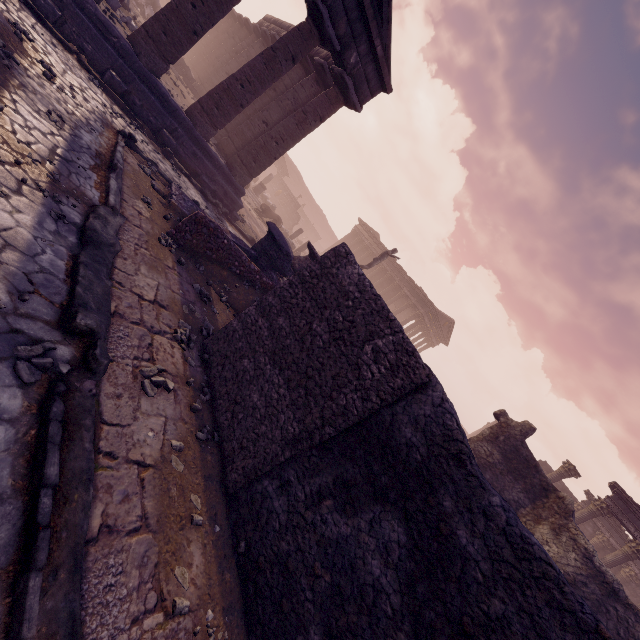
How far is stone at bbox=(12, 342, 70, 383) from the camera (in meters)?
2.71

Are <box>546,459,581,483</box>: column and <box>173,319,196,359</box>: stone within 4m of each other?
no

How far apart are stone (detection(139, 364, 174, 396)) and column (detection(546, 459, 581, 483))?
19.0 meters

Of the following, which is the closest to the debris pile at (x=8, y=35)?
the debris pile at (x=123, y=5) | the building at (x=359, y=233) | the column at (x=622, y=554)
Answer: the debris pile at (x=123, y=5)

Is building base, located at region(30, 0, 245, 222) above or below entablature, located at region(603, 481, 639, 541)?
below

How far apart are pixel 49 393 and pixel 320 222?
53.2m

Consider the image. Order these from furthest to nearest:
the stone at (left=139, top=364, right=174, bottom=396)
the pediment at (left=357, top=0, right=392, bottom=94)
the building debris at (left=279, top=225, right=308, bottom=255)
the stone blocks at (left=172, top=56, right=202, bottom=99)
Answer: the building debris at (left=279, top=225, right=308, bottom=255), the stone blocks at (left=172, top=56, right=202, bottom=99), the pediment at (left=357, top=0, right=392, bottom=94), the stone at (left=139, top=364, right=174, bottom=396)

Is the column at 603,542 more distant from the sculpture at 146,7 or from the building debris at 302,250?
the sculpture at 146,7
